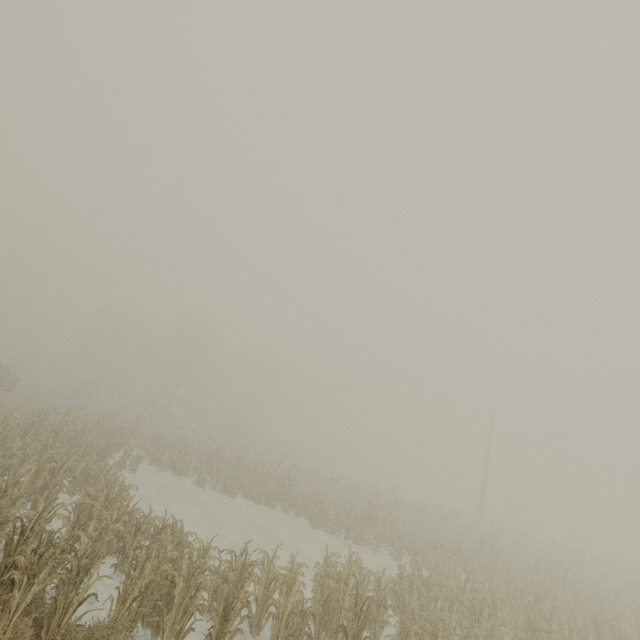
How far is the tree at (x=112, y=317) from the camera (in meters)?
48.58

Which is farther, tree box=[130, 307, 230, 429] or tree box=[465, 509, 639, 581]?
tree box=[130, 307, 230, 429]

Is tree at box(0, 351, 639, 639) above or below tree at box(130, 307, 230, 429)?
below

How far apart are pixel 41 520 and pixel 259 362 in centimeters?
3541cm

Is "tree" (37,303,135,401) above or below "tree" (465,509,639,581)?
above

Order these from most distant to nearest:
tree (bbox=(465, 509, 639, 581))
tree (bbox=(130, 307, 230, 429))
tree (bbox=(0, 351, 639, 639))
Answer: tree (bbox=(130, 307, 230, 429)), tree (bbox=(465, 509, 639, 581)), tree (bbox=(0, 351, 639, 639))

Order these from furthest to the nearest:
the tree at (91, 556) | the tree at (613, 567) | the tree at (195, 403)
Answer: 1. the tree at (195, 403)
2. the tree at (613, 567)
3. the tree at (91, 556)
